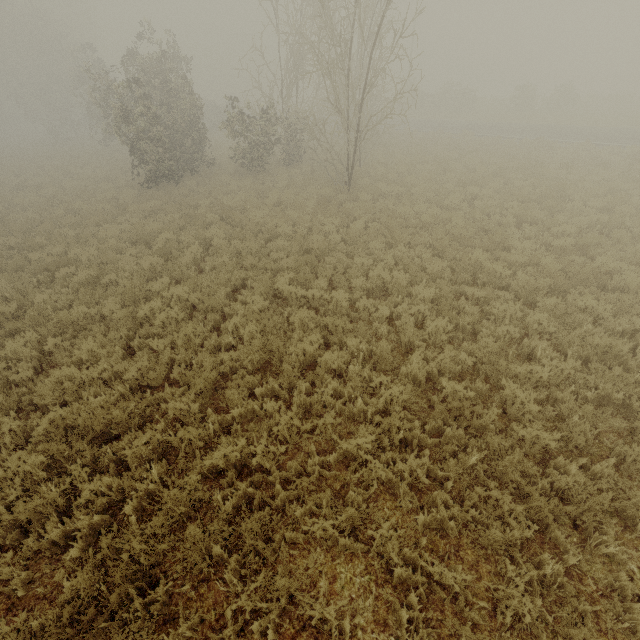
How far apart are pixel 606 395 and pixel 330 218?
9.26m
